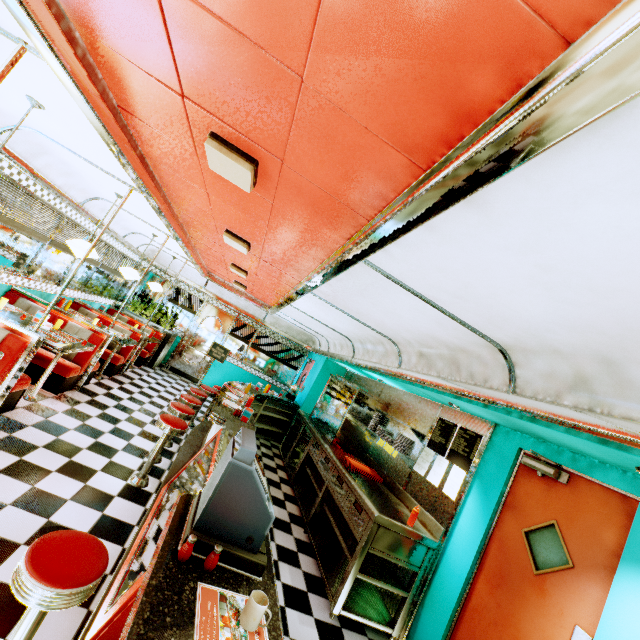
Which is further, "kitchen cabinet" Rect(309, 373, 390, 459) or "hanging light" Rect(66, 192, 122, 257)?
"kitchen cabinet" Rect(309, 373, 390, 459)

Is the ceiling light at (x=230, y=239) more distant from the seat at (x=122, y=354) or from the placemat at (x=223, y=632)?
the seat at (x=122, y=354)

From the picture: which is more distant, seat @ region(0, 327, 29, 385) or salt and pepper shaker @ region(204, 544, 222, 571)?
seat @ region(0, 327, 29, 385)

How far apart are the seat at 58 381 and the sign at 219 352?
3.79m

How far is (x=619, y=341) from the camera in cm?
176

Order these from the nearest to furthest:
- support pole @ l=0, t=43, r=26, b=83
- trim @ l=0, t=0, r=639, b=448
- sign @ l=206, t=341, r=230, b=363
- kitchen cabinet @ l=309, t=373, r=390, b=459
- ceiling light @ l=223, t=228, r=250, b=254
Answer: trim @ l=0, t=0, r=639, b=448 → support pole @ l=0, t=43, r=26, b=83 → ceiling light @ l=223, t=228, r=250, b=254 → kitchen cabinet @ l=309, t=373, r=390, b=459 → sign @ l=206, t=341, r=230, b=363

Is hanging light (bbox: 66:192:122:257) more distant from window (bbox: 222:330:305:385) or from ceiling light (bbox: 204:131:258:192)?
window (bbox: 222:330:305:385)

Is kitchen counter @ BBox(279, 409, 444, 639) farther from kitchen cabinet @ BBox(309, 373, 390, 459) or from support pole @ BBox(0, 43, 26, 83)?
support pole @ BBox(0, 43, 26, 83)
